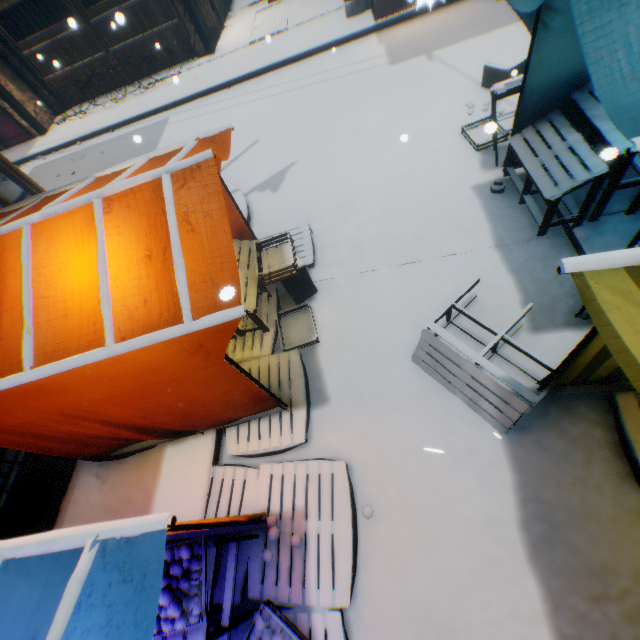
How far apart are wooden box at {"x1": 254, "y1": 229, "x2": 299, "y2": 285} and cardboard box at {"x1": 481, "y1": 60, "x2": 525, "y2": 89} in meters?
5.0

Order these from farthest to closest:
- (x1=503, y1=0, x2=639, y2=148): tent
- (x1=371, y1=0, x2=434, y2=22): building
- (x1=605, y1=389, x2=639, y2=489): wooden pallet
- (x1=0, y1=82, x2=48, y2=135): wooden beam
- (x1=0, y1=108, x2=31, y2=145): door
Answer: (x1=0, y1=108, x2=31, y2=145): door → (x1=0, y1=82, x2=48, y2=135): wooden beam → (x1=371, y1=0, x2=434, y2=22): building → (x1=605, y1=389, x2=639, y2=489): wooden pallet → (x1=503, y1=0, x2=639, y2=148): tent

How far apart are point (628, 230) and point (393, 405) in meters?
3.4

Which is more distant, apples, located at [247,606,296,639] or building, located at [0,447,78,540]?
building, located at [0,447,78,540]

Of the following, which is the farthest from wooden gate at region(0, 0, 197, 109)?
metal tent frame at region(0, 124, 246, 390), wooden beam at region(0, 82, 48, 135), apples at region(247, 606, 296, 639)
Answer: apples at region(247, 606, 296, 639)

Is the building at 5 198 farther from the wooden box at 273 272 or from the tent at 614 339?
the wooden box at 273 272

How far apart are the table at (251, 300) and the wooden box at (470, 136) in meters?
3.9

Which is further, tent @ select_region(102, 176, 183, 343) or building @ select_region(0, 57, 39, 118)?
building @ select_region(0, 57, 39, 118)
